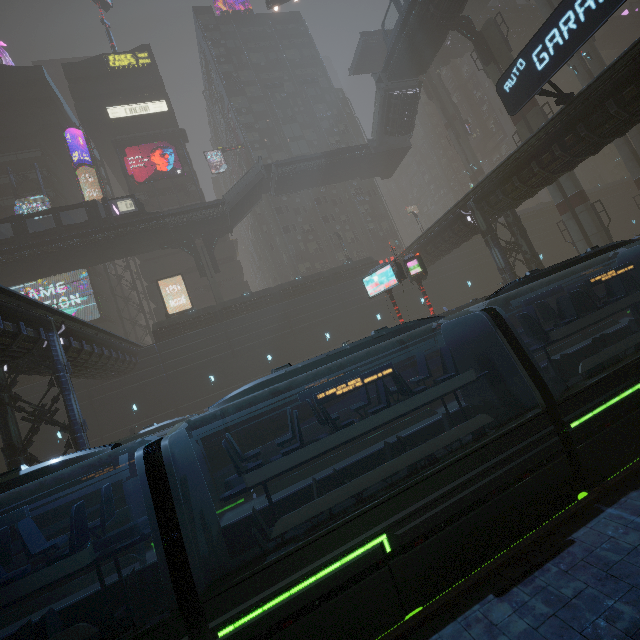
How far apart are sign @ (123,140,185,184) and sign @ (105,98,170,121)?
5.6 meters

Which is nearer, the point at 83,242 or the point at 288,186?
the point at 83,242

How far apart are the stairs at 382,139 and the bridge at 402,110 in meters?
0.0 m

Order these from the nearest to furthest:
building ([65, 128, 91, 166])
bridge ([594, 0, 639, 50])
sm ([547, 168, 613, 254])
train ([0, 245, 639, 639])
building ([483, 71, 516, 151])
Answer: train ([0, 245, 639, 639])
sm ([547, 168, 613, 254])
building ([65, 128, 91, 166])
bridge ([594, 0, 639, 50])
building ([483, 71, 516, 151])

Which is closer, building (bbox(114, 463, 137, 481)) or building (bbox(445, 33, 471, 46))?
building (bbox(114, 463, 137, 481))

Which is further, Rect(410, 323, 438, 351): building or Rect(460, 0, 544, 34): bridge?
Rect(460, 0, 544, 34): bridge

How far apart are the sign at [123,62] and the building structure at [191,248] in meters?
30.5 m

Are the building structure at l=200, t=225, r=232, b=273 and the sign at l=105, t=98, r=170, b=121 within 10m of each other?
no
